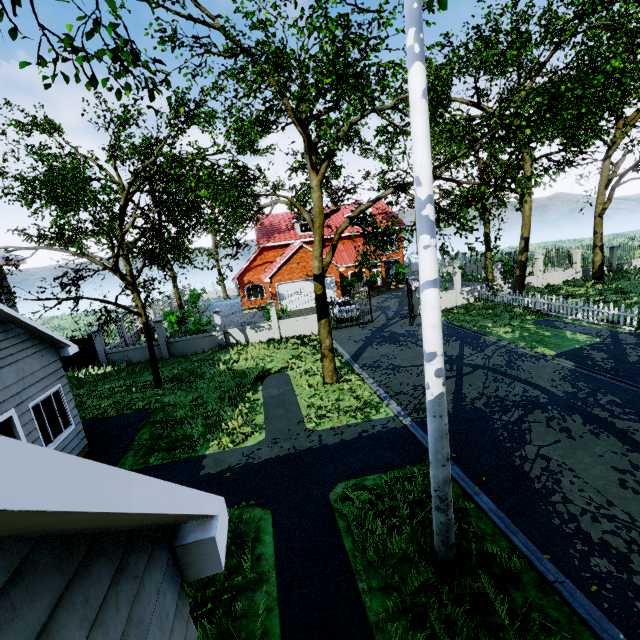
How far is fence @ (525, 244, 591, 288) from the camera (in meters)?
23.27

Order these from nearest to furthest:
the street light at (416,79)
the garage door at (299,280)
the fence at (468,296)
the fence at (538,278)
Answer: the street light at (416,79)
the fence at (468,296)
the fence at (538,278)
the garage door at (299,280)

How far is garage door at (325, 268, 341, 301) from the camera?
27.9m

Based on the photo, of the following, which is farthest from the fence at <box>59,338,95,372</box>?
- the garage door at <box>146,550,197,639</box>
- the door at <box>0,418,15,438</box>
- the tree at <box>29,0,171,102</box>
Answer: the garage door at <box>146,550,197,639</box>

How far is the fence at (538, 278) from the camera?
23.27m

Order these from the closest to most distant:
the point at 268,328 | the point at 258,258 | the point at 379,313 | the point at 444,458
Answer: the point at 444,458
the point at 268,328
the point at 379,313
the point at 258,258

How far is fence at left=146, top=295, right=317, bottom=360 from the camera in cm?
1888
